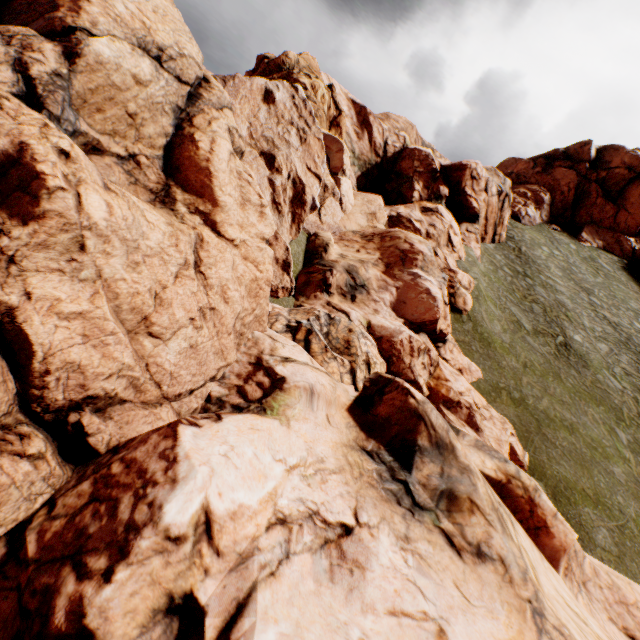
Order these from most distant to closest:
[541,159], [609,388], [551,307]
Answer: [541,159] < [551,307] < [609,388]
